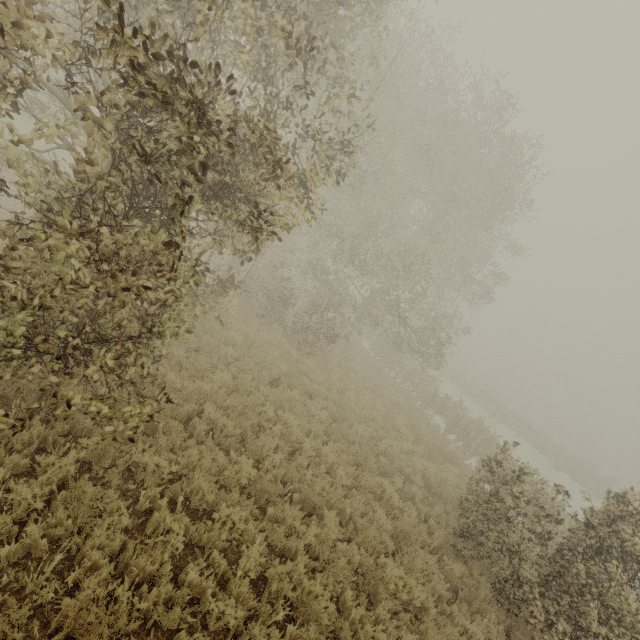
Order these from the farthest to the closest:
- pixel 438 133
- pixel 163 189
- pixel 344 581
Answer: pixel 438 133
pixel 344 581
pixel 163 189
